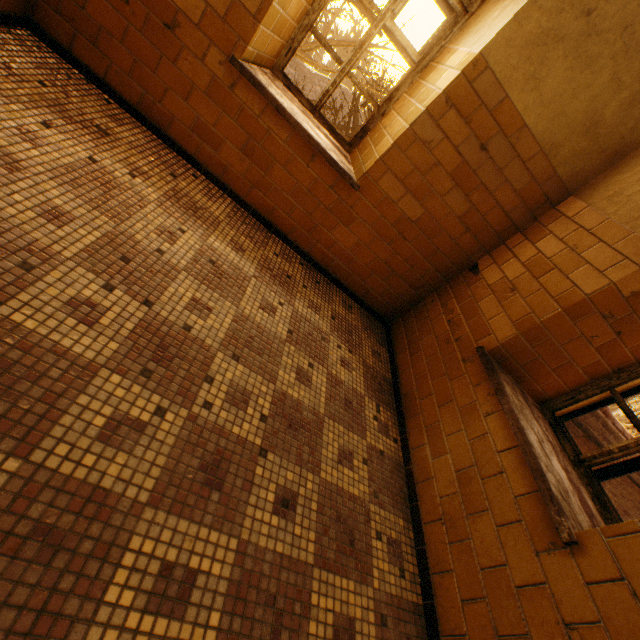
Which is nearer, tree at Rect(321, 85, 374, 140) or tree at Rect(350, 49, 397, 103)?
tree at Rect(350, 49, 397, 103)

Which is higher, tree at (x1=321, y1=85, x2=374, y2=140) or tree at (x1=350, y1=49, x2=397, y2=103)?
tree at (x1=350, y1=49, x2=397, y2=103)

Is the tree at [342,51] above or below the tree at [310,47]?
above

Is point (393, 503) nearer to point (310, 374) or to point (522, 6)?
point (310, 374)

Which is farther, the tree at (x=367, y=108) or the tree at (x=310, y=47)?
the tree at (x=367, y=108)

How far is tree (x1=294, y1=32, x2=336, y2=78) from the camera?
7.2m
